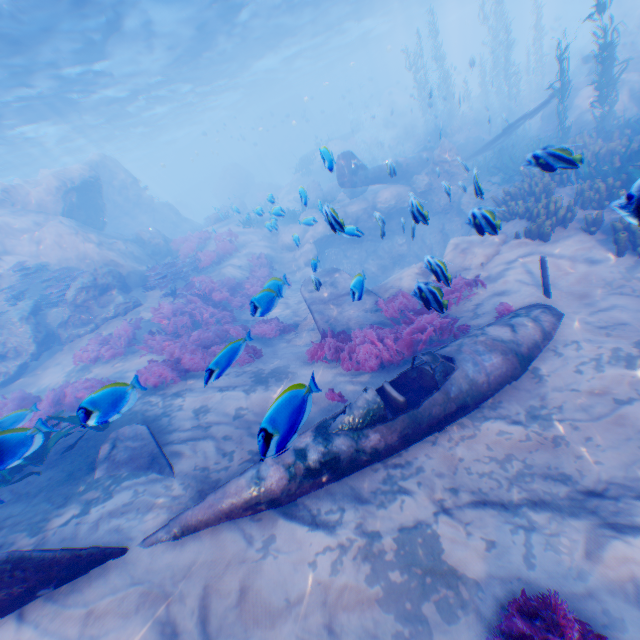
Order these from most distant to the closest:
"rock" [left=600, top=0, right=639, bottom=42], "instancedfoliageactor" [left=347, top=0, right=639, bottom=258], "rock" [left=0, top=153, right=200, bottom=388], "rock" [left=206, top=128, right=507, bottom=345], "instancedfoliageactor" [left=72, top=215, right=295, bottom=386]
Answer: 1. "rock" [left=600, top=0, right=639, bottom=42]
2. "rock" [left=0, top=153, right=200, bottom=388]
3. "instancedfoliageactor" [left=72, top=215, right=295, bottom=386]
4. "instancedfoliageactor" [left=347, top=0, right=639, bottom=258]
5. "rock" [left=206, top=128, right=507, bottom=345]

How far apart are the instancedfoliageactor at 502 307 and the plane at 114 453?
7.1m

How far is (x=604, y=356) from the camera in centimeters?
566cm

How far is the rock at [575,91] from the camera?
14.0 meters

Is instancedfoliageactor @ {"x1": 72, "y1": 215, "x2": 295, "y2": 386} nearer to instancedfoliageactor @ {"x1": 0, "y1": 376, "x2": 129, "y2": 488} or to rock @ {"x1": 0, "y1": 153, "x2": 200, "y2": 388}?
rock @ {"x1": 0, "y1": 153, "x2": 200, "y2": 388}

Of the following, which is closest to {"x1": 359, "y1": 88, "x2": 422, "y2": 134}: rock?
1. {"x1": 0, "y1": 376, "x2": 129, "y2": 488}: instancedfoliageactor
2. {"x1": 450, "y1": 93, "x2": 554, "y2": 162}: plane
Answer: {"x1": 450, "y1": 93, "x2": 554, "y2": 162}: plane

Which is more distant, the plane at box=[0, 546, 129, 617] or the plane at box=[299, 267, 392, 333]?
the plane at box=[299, 267, 392, 333]

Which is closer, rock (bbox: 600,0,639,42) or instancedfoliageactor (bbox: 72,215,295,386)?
instancedfoliageactor (bbox: 72,215,295,386)
